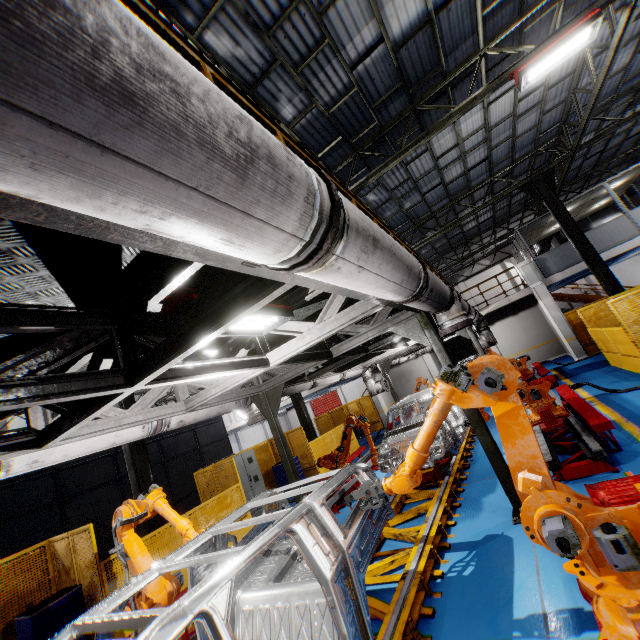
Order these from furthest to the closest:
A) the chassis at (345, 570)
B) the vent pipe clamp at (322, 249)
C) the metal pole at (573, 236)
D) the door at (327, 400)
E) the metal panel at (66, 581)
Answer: the door at (327, 400)
the metal pole at (573, 236)
the metal panel at (66, 581)
the chassis at (345, 570)
the vent pipe clamp at (322, 249)

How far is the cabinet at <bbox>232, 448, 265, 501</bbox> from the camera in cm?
1149

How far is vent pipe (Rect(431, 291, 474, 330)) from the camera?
5.2 meters

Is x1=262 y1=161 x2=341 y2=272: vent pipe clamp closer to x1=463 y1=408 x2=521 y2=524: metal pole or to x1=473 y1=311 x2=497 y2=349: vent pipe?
x1=473 y1=311 x2=497 y2=349: vent pipe

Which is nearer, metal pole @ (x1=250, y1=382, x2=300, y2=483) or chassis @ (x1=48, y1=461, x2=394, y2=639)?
chassis @ (x1=48, y1=461, x2=394, y2=639)

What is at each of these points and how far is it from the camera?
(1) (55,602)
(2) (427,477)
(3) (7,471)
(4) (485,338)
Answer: (1) toolbox, 6.12m
(2) chassis, 6.86m
(3) vent pipe, 3.62m
(4) vent pipe, 12.91m

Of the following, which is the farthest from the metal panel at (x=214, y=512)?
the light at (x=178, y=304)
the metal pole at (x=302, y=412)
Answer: the light at (x=178, y=304)

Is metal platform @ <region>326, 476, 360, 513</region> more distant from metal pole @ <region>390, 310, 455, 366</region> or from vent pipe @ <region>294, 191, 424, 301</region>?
vent pipe @ <region>294, 191, 424, 301</region>
